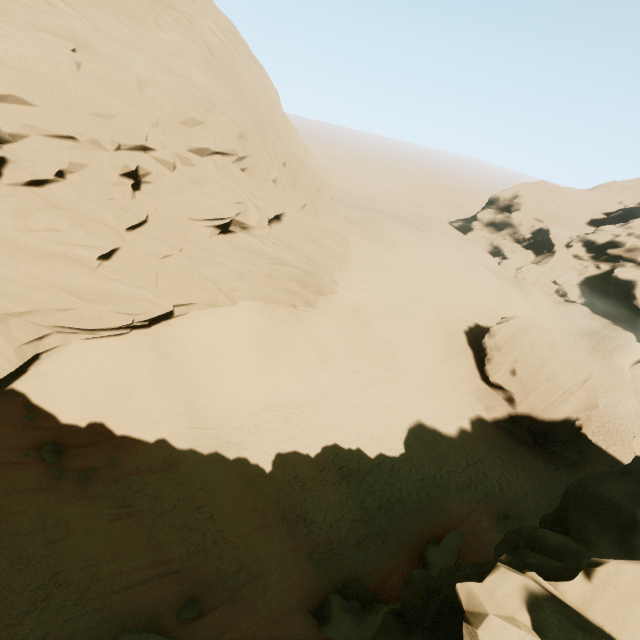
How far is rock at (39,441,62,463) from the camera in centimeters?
A: 1165cm

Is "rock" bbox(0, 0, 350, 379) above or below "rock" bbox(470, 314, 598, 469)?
above

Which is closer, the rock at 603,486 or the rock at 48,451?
the rock at 603,486

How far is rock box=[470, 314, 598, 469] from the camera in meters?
23.7

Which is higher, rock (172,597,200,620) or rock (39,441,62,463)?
rock (39,441,62,463)

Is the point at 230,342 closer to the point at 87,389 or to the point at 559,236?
the point at 87,389

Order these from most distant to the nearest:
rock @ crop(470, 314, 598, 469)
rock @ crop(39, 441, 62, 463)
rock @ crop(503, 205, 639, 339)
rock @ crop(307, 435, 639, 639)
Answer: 1. rock @ crop(503, 205, 639, 339)
2. rock @ crop(470, 314, 598, 469)
3. rock @ crop(39, 441, 62, 463)
4. rock @ crop(307, 435, 639, 639)

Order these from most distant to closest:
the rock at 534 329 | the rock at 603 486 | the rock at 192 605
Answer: the rock at 534 329
the rock at 192 605
the rock at 603 486
